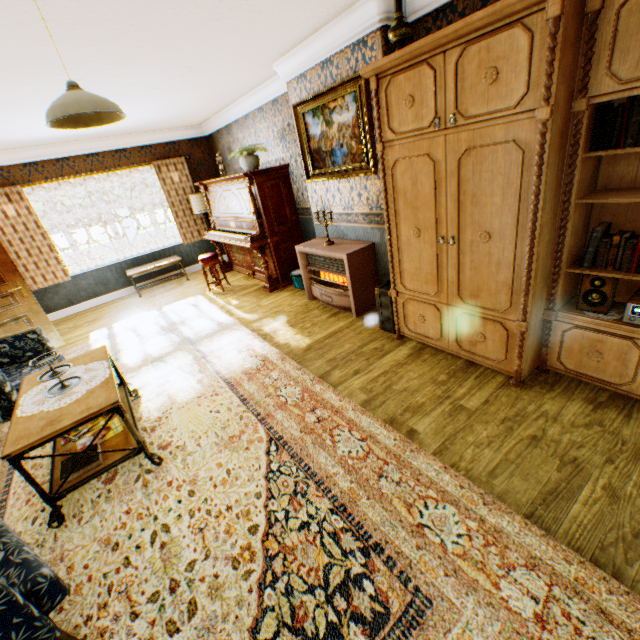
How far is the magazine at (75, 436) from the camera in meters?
2.7

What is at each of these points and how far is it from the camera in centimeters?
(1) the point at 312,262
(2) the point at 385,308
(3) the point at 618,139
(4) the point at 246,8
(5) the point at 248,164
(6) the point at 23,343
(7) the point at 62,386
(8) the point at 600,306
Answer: (1) heater, 484cm
(2) suitcase, 372cm
(3) book, 192cm
(4) building, 262cm
(5) flower pot, 551cm
(6) chair, 367cm
(7) tray, 264cm
(8) speaker, 235cm

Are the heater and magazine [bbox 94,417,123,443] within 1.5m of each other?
no

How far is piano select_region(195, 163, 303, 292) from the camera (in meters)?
5.40

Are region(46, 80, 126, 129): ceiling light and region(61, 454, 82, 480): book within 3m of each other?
yes

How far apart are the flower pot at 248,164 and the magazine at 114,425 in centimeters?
437cm

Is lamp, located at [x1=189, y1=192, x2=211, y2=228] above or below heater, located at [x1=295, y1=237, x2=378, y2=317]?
above

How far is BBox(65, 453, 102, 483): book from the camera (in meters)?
2.38
